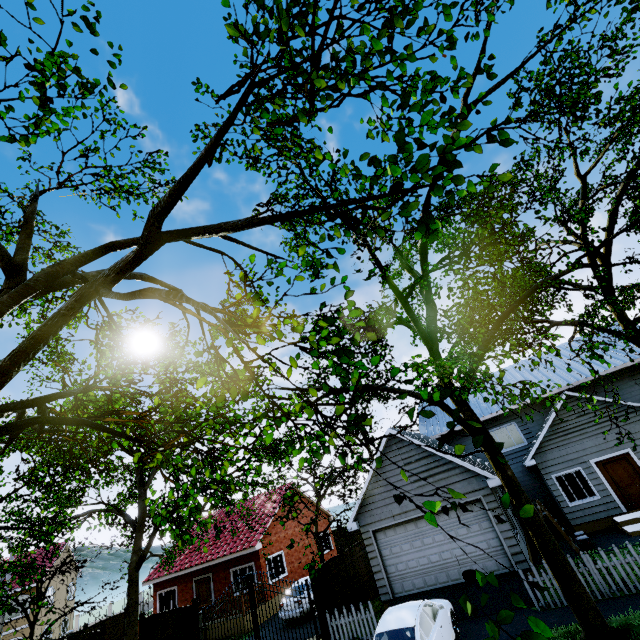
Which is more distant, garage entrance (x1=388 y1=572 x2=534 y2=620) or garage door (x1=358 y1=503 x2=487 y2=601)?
garage door (x1=358 y1=503 x2=487 y2=601)

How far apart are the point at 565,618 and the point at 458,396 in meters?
6.5 m

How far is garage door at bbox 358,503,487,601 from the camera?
12.8 meters

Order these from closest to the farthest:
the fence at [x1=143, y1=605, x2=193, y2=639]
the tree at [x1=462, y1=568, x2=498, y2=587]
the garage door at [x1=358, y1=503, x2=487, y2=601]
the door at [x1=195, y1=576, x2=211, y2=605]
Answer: the tree at [x1=462, y1=568, x2=498, y2=587] < the garage door at [x1=358, y1=503, x2=487, y2=601] < the fence at [x1=143, y1=605, x2=193, y2=639] < the door at [x1=195, y1=576, x2=211, y2=605]

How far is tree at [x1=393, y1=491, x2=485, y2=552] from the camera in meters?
1.9 m

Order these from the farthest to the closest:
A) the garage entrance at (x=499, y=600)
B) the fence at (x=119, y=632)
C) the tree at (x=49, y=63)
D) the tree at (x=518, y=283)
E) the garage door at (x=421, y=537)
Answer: the fence at (x=119, y=632), the garage door at (x=421, y=537), the garage entrance at (x=499, y=600), the tree at (x=49, y=63), the tree at (x=518, y=283)

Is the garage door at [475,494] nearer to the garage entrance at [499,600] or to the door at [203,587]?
the garage entrance at [499,600]
